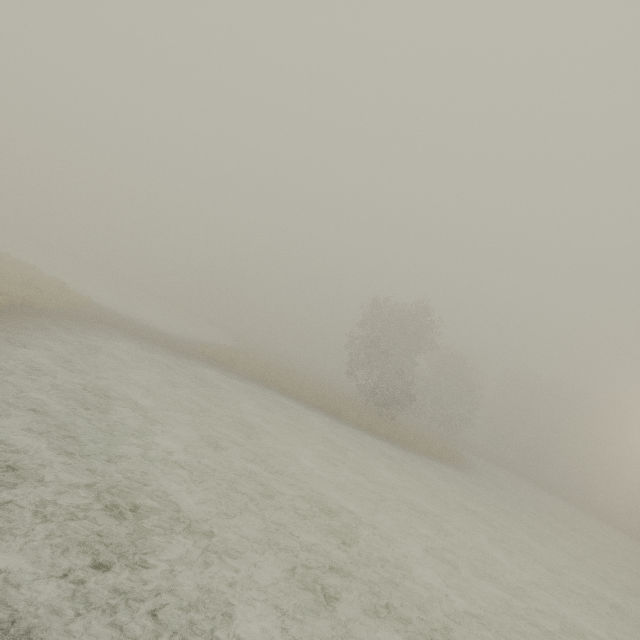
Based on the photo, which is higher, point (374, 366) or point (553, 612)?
point (374, 366)
